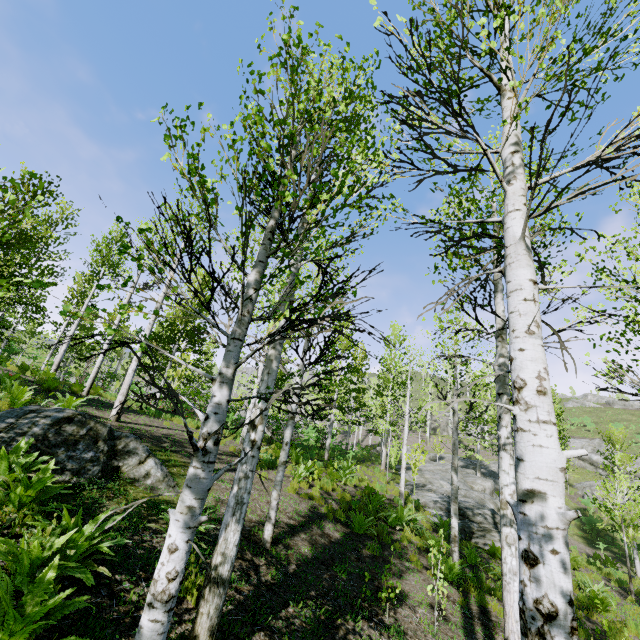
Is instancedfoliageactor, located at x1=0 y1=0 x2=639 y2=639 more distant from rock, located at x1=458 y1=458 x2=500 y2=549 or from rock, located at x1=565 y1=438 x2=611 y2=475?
rock, located at x1=565 y1=438 x2=611 y2=475

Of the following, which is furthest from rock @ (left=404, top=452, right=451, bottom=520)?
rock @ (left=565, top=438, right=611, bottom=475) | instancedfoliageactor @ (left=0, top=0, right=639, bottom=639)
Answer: rock @ (left=565, top=438, right=611, bottom=475)

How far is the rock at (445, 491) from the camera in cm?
1633

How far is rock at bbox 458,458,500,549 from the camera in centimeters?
1350cm

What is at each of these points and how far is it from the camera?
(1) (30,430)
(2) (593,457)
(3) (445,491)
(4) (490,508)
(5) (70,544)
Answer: (1) rock, 5.45m
(2) rock, 36.34m
(3) rock, 20.33m
(4) rock, 16.39m
(5) instancedfoliageactor, 3.34m

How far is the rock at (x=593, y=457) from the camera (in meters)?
35.62

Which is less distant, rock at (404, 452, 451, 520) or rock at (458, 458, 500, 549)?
rock at (458, 458, 500, 549)
